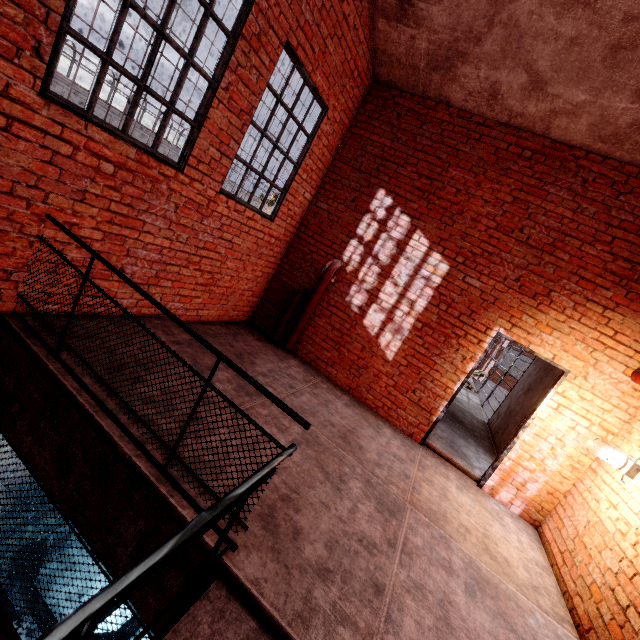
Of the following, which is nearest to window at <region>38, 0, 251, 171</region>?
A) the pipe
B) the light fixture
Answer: the pipe

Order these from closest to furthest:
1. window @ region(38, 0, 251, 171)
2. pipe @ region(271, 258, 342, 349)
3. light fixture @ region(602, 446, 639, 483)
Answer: window @ region(38, 0, 251, 171) < light fixture @ region(602, 446, 639, 483) < pipe @ region(271, 258, 342, 349)

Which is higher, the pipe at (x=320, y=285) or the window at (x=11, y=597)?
the pipe at (x=320, y=285)

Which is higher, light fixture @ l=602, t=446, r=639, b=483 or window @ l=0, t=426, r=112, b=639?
light fixture @ l=602, t=446, r=639, b=483

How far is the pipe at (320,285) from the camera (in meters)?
5.72

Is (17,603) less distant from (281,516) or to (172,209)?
(281,516)

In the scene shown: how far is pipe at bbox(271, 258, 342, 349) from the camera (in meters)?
5.72

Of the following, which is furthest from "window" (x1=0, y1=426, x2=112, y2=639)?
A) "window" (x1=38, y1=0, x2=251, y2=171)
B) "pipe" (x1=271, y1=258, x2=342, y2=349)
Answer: "pipe" (x1=271, y1=258, x2=342, y2=349)
